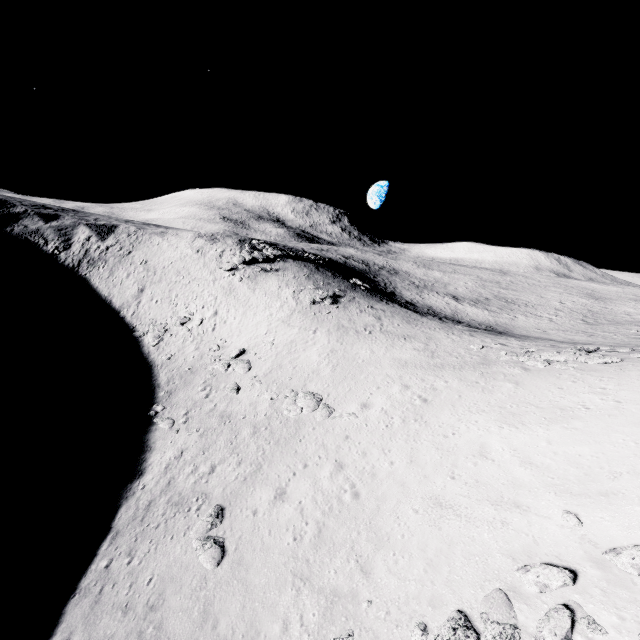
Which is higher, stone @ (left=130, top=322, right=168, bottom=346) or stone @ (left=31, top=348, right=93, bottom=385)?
stone @ (left=130, top=322, right=168, bottom=346)

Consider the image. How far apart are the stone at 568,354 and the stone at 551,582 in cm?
1542

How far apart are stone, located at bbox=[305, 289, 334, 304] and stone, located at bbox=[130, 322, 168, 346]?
15.5m

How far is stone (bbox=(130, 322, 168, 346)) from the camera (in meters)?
33.50

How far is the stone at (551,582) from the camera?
8.5 meters

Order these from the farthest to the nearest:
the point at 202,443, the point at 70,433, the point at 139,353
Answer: the point at 139,353 → the point at 70,433 → the point at 202,443

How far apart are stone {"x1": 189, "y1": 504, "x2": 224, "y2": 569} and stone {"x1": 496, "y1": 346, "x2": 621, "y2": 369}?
21.2 meters

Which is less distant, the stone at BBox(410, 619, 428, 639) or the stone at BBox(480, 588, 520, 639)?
the stone at BBox(480, 588, 520, 639)
